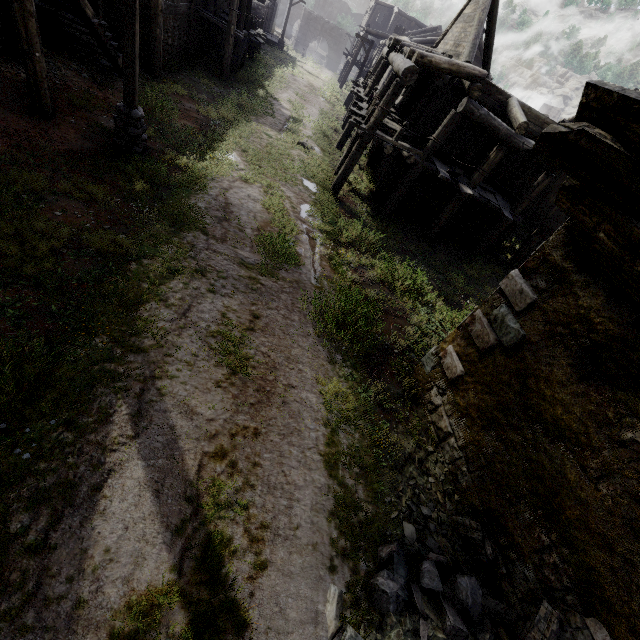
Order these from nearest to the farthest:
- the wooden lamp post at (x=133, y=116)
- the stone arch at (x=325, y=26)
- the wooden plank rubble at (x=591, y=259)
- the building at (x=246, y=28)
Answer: the wooden plank rubble at (x=591, y=259), the wooden lamp post at (x=133, y=116), the building at (x=246, y=28), the stone arch at (x=325, y=26)

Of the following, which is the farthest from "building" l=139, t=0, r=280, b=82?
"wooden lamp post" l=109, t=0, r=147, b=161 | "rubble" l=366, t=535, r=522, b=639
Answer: "wooden lamp post" l=109, t=0, r=147, b=161

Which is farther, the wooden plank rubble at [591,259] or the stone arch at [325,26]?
the stone arch at [325,26]

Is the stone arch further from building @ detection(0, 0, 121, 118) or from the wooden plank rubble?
the wooden plank rubble

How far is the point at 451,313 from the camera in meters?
9.2 m

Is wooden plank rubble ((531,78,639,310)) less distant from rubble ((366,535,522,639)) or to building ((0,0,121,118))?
building ((0,0,121,118))

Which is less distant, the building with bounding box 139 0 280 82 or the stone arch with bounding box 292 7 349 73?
the building with bounding box 139 0 280 82

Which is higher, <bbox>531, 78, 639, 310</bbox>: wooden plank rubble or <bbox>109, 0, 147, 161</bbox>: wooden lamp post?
<bbox>531, 78, 639, 310</bbox>: wooden plank rubble
